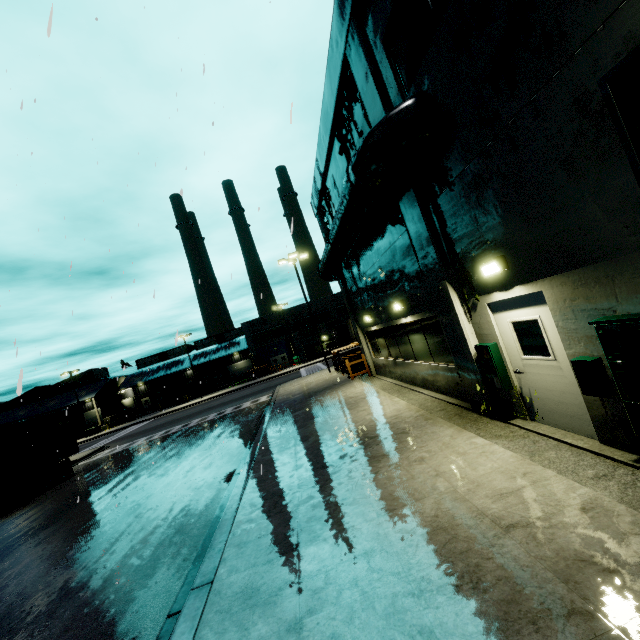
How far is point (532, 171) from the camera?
4.56m

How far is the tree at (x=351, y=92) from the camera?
9.1 meters

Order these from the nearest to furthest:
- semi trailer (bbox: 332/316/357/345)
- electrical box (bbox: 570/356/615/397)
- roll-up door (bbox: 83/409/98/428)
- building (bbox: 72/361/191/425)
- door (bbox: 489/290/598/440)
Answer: electrical box (bbox: 570/356/615/397)
door (bbox: 489/290/598/440)
semi trailer (bbox: 332/316/357/345)
building (bbox: 72/361/191/425)
roll-up door (bbox: 83/409/98/428)

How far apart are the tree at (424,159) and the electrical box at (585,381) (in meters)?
2.21

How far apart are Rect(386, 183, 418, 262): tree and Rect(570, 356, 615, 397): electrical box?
4.38m

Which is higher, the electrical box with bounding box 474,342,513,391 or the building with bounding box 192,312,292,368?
the building with bounding box 192,312,292,368

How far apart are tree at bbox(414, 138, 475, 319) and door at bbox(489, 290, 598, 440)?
0.2m

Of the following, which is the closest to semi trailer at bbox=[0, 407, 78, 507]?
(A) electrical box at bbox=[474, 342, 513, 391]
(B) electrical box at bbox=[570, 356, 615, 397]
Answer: (A) electrical box at bbox=[474, 342, 513, 391]
